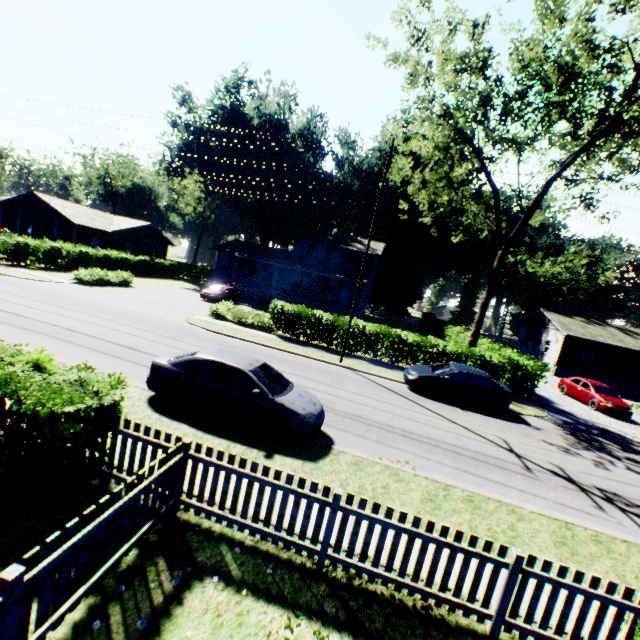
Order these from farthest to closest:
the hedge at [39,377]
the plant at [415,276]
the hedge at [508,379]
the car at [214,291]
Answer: the plant at [415,276] → the car at [214,291] → the hedge at [508,379] → the hedge at [39,377]

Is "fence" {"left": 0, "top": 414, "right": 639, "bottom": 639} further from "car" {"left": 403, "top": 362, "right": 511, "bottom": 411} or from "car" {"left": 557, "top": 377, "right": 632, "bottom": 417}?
"car" {"left": 557, "top": 377, "right": 632, "bottom": 417}

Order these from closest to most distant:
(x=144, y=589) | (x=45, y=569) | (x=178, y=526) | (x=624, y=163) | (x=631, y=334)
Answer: (x=45, y=569), (x=144, y=589), (x=178, y=526), (x=624, y=163), (x=631, y=334)

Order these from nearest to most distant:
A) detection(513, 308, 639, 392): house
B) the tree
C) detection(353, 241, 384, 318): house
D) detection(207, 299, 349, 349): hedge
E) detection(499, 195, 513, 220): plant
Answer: the tree < detection(207, 299, 349, 349): hedge < detection(513, 308, 639, 392): house < detection(353, 241, 384, 318): house < detection(499, 195, 513, 220): plant

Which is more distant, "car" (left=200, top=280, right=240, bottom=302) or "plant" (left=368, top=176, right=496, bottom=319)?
"plant" (left=368, top=176, right=496, bottom=319)

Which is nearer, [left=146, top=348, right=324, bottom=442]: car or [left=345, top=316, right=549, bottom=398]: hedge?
[left=146, top=348, right=324, bottom=442]: car

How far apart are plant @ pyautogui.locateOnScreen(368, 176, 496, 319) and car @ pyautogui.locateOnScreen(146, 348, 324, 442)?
47.78m

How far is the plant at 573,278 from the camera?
54.4m
